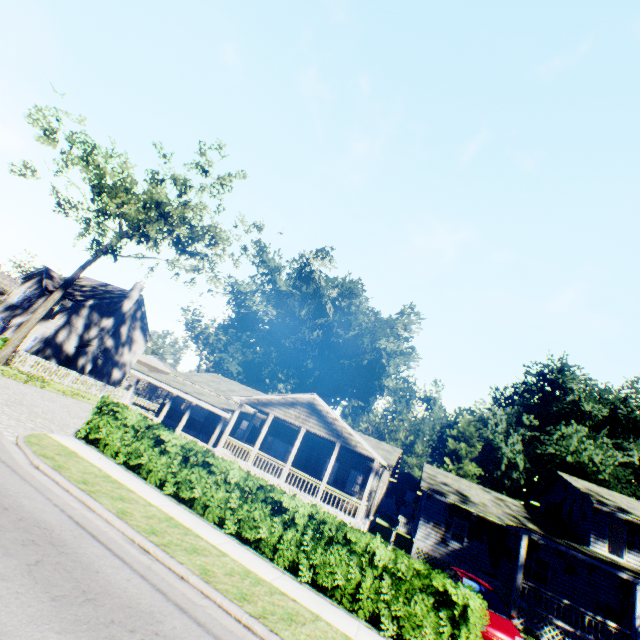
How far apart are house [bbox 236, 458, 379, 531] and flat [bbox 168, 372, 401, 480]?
3.3 meters

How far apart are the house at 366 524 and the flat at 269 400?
3.25m

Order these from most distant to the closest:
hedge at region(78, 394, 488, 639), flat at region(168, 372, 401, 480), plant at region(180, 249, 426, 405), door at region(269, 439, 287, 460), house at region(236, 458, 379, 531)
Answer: plant at region(180, 249, 426, 405), door at region(269, 439, 287, 460), flat at region(168, 372, 401, 480), house at region(236, 458, 379, 531), hedge at region(78, 394, 488, 639)

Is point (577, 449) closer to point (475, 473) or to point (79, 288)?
point (475, 473)

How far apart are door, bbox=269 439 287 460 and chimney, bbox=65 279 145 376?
22.9m

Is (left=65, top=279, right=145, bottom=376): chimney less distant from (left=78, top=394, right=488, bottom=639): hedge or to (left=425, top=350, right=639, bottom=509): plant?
(left=425, top=350, right=639, bottom=509): plant

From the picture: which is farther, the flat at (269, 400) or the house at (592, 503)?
the flat at (269, 400)

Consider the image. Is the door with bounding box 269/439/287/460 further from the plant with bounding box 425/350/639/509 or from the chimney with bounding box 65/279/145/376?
the chimney with bounding box 65/279/145/376
